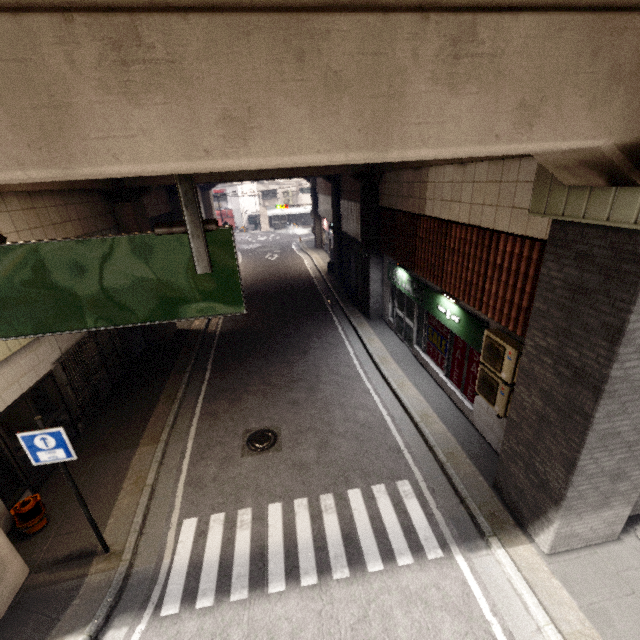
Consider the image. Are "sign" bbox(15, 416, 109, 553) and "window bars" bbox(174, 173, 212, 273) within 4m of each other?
yes

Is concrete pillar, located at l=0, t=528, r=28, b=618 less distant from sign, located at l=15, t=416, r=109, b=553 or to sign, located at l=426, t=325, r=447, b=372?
sign, located at l=15, t=416, r=109, b=553

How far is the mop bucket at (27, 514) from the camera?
5.9 meters

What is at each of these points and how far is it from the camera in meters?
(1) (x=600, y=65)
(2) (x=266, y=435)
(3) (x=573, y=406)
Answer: (1) concrete pillar, 2.7 m
(2) manhole, 8.3 m
(3) concrete pillar, 4.4 m

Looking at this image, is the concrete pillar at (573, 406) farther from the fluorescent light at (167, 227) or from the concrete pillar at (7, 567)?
the fluorescent light at (167, 227)

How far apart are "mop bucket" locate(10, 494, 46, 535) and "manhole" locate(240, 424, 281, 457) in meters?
3.7

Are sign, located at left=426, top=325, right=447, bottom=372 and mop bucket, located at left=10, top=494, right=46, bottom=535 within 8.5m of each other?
no

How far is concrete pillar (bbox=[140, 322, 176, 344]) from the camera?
13.0m
